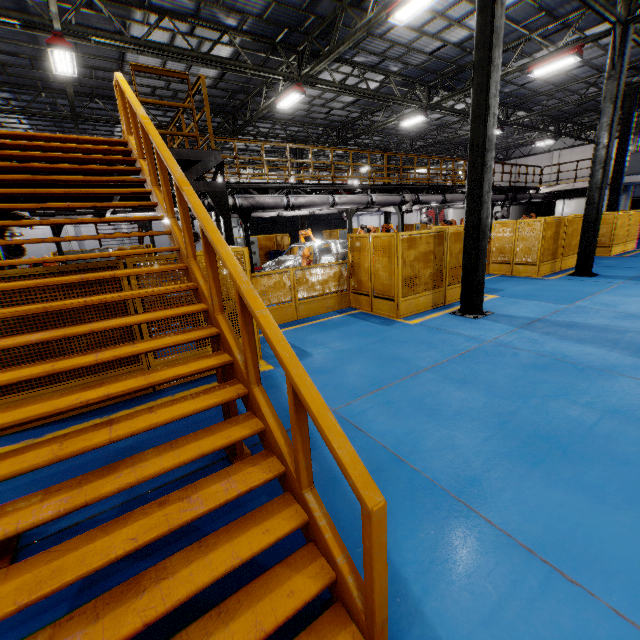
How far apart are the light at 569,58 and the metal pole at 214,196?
13.3 meters

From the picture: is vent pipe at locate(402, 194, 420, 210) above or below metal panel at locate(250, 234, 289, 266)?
above

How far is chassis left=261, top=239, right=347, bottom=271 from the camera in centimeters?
1416cm

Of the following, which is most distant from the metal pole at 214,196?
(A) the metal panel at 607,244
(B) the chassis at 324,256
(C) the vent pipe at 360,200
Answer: (B) the chassis at 324,256

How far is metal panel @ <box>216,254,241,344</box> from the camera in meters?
5.8

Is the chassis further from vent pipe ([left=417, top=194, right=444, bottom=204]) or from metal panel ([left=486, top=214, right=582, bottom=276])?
metal panel ([left=486, top=214, right=582, bottom=276])

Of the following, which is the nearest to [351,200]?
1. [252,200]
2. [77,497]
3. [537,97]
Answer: [252,200]

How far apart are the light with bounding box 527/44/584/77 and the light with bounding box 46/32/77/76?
15.4 meters
